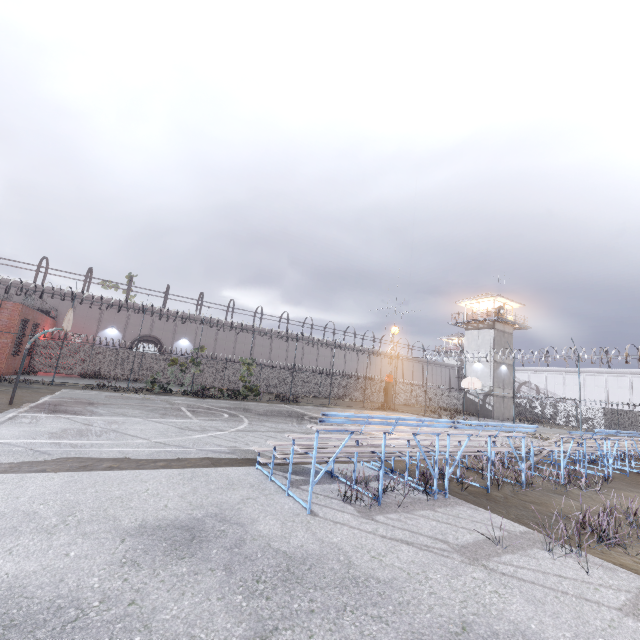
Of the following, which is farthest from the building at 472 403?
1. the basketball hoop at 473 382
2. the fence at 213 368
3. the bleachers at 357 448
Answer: the bleachers at 357 448

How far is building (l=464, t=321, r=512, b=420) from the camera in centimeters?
3806cm

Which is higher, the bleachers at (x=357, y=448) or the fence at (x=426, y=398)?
the fence at (x=426, y=398)

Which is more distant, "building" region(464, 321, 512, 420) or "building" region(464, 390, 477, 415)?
"building" region(464, 390, 477, 415)

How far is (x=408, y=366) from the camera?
57.1 meters

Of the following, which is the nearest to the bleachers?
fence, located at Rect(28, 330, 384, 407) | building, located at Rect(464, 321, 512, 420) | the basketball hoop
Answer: fence, located at Rect(28, 330, 384, 407)

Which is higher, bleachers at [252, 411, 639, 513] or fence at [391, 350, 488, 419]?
fence at [391, 350, 488, 419]

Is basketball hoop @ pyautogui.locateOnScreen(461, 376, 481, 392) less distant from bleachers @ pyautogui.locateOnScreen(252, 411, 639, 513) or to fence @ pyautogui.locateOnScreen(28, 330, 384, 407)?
fence @ pyautogui.locateOnScreen(28, 330, 384, 407)
